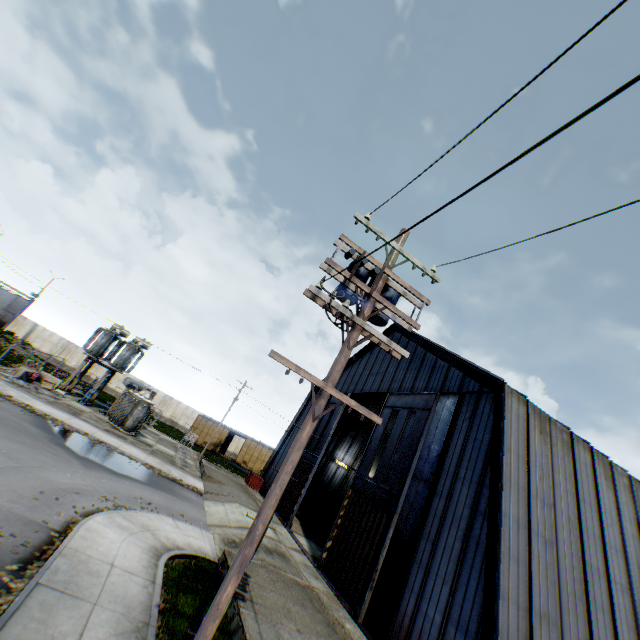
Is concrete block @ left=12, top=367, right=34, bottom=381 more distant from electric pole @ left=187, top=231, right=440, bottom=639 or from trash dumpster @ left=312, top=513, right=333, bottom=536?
electric pole @ left=187, top=231, right=440, bottom=639

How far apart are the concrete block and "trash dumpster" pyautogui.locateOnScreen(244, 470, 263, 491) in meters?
19.8 m

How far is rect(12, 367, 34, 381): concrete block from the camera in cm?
2450

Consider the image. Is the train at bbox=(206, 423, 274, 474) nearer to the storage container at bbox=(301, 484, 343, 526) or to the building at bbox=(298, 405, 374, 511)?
the building at bbox=(298, 405, 374, 511)

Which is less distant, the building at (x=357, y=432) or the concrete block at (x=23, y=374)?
the concrete block at (x=23, y=374)

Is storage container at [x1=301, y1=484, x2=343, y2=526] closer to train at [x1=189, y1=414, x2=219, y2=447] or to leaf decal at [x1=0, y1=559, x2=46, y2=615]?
train at [x1=189, y1=414, x2=219, y2=447]

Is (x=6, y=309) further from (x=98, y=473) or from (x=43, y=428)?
(x=98, y=473)

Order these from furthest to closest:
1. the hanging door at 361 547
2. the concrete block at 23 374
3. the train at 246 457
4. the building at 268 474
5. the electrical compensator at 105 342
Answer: the train at 246 457
the building at 268 474
the electrical compensator at 105 342
the concrete block at 23 374
the hanging door at 361 547
